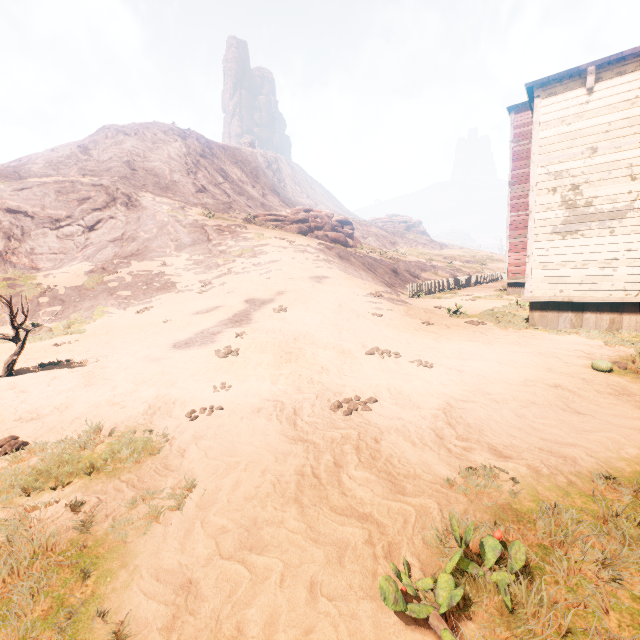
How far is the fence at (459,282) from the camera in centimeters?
2205cm

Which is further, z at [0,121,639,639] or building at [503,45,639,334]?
building at [503,45,639,334]

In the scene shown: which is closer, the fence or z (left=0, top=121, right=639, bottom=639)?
z (left=0, top=121, right=639, bottom=639)

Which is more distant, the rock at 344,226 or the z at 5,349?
the rock at 344,226

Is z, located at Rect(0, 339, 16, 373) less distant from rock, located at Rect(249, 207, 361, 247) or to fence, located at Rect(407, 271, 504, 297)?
fence, located at Rect(407, 271, 504, 297)

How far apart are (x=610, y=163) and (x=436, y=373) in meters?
7.8 m

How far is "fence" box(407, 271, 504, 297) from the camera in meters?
22.1 m

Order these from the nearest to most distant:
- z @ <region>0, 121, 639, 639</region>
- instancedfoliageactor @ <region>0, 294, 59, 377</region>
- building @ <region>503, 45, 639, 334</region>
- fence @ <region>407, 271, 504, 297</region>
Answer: z @ <region>0, 121, 639, 639</region> < instancedfoliageactor @ <region>0, 294, 59, 377</region> < building @ <region>503, 45, 639, 334</region> < fence @ <region>407, 271, 504, 297</region>
